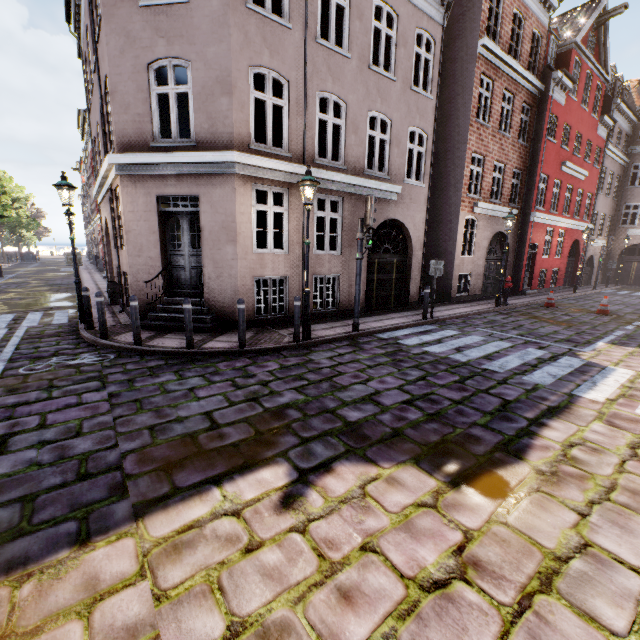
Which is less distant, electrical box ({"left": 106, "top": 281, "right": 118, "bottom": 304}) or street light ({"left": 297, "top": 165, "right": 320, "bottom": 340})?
street light ({"left": 297, "top": 165, "right": 320, "bottom": 340})

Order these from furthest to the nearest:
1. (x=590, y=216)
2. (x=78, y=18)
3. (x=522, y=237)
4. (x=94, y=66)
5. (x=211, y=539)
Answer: (x=590, y=216) → (x=522, y=237) → (x=78, y=18) → (x=94, y=66) → (x=211, y=539)

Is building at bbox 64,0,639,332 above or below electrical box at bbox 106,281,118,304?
above

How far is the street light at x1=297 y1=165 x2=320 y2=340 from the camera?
7.1m

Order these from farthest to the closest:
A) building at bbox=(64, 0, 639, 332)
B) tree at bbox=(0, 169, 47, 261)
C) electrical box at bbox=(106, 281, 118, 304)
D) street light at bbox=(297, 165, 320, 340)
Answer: tree at bbox=(0, 169, 47, 261)
electrical box at bbox=(106, 281, 118, 304)
building at bbox=(64, 0, 639, 332)
street light at bbox=(297, 165, 320, 340)

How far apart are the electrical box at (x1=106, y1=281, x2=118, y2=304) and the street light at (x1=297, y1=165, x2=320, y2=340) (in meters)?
8.38

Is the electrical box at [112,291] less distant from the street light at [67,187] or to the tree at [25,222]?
the street light at [67,187]

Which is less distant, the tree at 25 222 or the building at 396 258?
the building at 396 258
